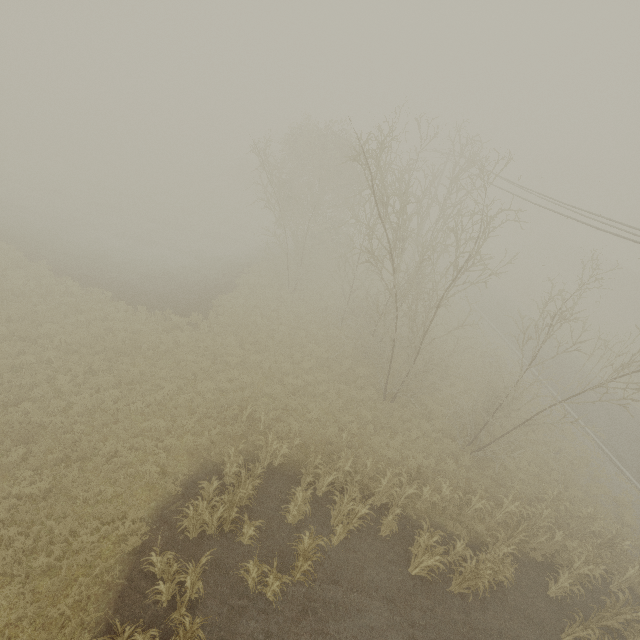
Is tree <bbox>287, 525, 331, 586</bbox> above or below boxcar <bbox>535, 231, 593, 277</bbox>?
below

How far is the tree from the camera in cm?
880

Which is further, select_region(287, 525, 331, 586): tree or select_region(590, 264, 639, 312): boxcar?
select_region(590, 264, 639, 312): boxcar

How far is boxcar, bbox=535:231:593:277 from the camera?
50.9m

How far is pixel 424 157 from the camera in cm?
3700

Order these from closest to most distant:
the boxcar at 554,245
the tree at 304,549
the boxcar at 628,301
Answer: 1. the tree at 304,549
2. the boxcar at 628,301
3. the boxcar at 554,245

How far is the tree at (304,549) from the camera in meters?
8.8
